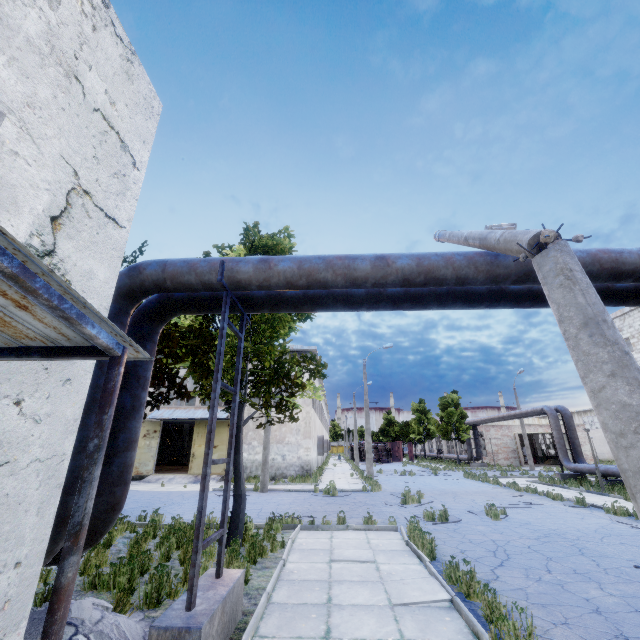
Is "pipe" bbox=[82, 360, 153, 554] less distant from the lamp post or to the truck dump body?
the lamp post

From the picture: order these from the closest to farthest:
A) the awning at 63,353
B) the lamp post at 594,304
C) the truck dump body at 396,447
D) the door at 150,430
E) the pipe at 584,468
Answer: the awning at 63,353 → the lamp post at 594,304 → the pipe at 584,468 → the door at 150,430 → the truck dump body at 396,447

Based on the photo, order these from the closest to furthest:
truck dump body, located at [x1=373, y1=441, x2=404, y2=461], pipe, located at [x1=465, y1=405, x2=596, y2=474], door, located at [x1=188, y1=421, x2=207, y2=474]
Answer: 1. pipe, located at [x1=465, y1=405, x2=596, y2=474]
2. door, located at [x1=188, y1=421, x2=207, y2=474]
3. truck dump body, located at [x1=373, y1=441, x2=404, y2=461]

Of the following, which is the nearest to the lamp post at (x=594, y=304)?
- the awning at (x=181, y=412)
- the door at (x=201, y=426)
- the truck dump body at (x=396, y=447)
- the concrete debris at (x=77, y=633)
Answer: the concrete debris at (x=77, y=633)

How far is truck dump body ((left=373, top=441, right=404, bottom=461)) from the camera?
52.31m

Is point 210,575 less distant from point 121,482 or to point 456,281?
point 121,482

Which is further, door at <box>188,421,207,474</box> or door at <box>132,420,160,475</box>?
door at <box>188,421,207,474</box>

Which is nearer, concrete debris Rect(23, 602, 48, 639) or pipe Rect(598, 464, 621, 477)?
concrete debris Rect(23, 602, 48, 639)
